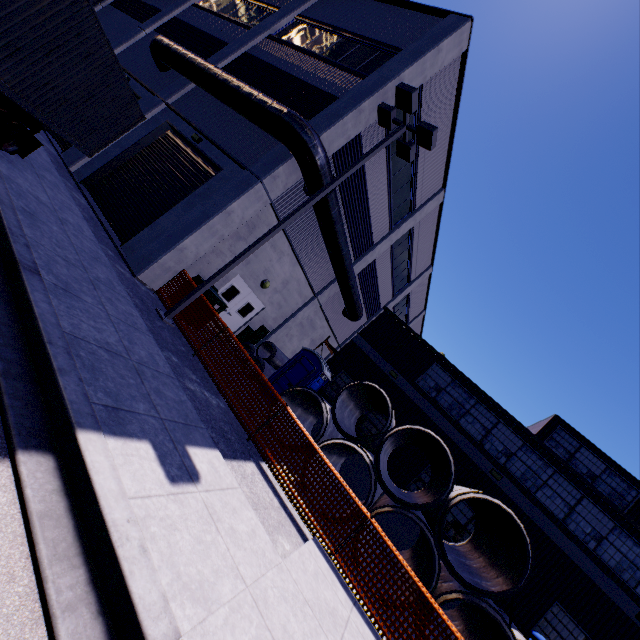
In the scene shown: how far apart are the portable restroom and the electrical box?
3.7m

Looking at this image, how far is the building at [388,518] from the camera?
13.48m

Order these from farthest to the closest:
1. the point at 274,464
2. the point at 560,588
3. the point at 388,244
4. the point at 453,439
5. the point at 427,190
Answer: the point at 388,244 → the point at 427,190 → the point at 453,439 → the point at 560,588 → the point at 274,464

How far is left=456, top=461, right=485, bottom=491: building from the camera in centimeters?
1374cm

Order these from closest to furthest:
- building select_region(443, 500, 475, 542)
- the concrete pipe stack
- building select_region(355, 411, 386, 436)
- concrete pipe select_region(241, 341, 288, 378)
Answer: the concrete pipe stack < building select_region(443, 500, 475, 542) < concrete pipe select_region(241, 341, 288, 378) < building select_region(355, 411, 386, 436)

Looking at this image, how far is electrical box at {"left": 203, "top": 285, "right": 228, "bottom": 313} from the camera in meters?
10.6

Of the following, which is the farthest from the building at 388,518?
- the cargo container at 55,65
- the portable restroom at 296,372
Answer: the portable restroom at 296,372

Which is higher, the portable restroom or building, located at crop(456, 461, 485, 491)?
building, located at crop(456, 461, 485, 491)
